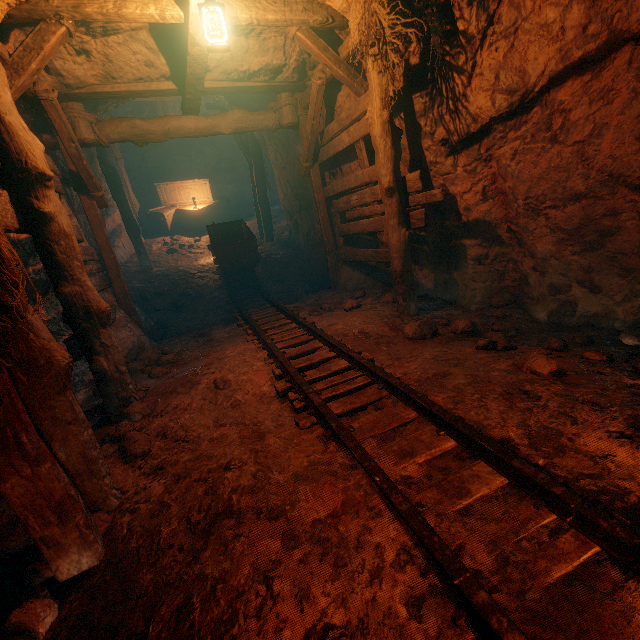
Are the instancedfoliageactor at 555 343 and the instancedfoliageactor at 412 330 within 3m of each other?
yes

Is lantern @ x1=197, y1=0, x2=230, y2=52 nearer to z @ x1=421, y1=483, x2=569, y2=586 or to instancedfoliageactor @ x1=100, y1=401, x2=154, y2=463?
z @ x1=421, y1=483, x2=569, y2=586

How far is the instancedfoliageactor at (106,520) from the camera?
2.14m

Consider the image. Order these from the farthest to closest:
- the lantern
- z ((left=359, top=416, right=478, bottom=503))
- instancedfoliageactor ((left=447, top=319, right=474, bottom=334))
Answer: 1. instancedfoliageactor ((left=447, top=319, right=474, bottom=334))
2. the lantern
3. z ((left=359, top=416, right=478, bottom=503))

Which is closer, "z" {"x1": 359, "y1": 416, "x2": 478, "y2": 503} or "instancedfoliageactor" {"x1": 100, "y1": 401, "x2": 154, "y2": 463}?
"z" {"x1": 359, "y1": 416, "x2": 478, "y2": 503}

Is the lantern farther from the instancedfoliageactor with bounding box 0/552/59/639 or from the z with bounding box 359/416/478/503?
the instancedfoliageactor with bounding box 0/552/59/639

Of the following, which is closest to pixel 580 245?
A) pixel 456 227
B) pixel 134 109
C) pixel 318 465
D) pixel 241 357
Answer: pixel 456 227

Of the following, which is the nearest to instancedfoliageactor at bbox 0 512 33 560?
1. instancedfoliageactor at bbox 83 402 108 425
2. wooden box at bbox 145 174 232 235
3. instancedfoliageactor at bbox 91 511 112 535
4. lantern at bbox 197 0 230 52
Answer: instancedfoliageactor at bbox 91 511 112 535
